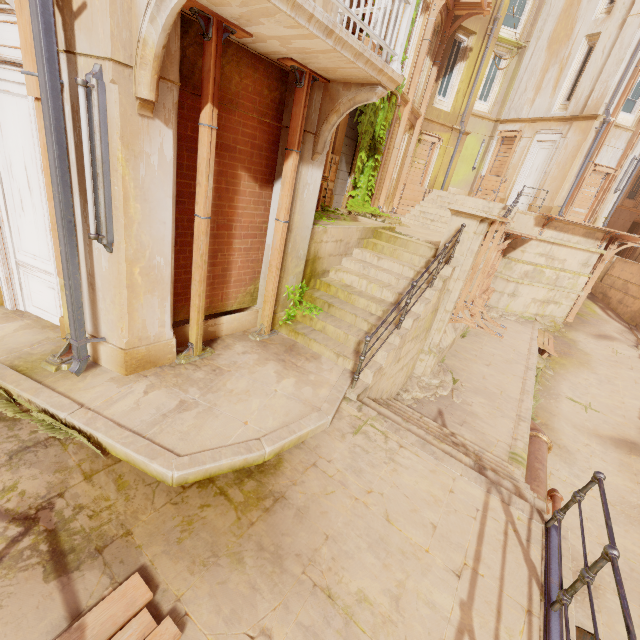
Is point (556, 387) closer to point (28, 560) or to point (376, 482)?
point (376, 482)

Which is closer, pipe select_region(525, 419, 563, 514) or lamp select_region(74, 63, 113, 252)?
lamp select_region(74, 63, 113, 252)

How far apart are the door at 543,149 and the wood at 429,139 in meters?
5.5

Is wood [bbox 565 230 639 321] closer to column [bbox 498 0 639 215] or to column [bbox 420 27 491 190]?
column [bbox 498 0 639 215]

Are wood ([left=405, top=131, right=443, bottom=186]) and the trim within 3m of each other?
no

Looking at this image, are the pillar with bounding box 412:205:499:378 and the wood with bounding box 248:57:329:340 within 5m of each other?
yes

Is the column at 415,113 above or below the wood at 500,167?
above

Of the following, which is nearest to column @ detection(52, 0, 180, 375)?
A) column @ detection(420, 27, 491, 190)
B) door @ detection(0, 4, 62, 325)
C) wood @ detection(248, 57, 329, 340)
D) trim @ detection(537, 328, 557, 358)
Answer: door @ detection(0, 4, 62, 325)
